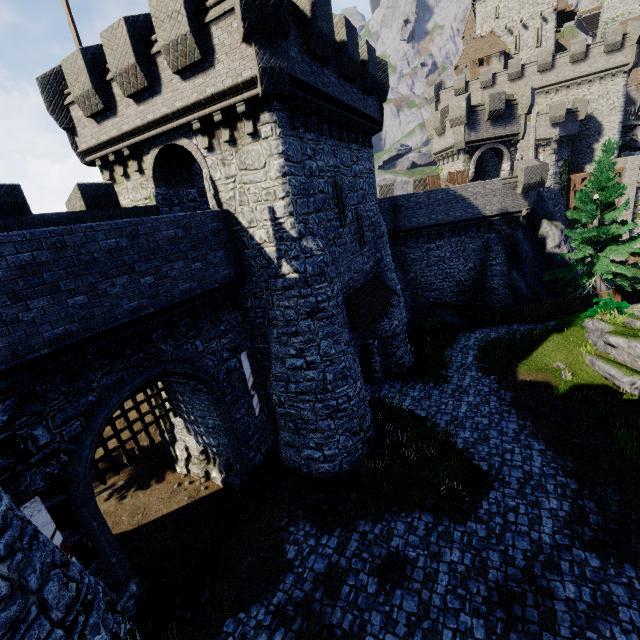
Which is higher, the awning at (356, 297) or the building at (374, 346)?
the awning at (356, 297)

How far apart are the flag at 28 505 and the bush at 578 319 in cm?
2394

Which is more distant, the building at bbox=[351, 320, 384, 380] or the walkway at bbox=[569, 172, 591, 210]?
the walkway at bbox=[569, 172, 591, 210]

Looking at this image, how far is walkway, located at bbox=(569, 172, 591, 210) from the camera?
35.4 meters

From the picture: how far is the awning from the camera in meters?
14.1 m

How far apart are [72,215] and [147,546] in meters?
12.2 m

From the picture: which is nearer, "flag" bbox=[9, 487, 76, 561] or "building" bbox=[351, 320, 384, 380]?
"flag" bbox=[9, 487, 76, 561]

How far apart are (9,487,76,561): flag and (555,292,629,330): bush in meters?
23.9 m
